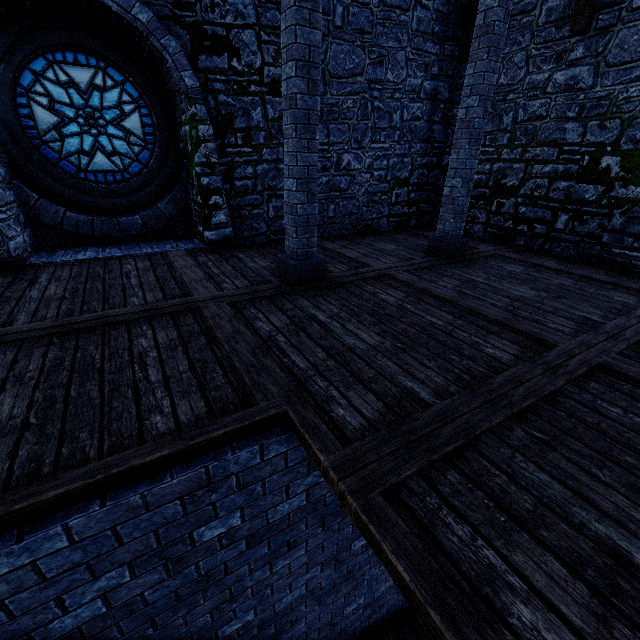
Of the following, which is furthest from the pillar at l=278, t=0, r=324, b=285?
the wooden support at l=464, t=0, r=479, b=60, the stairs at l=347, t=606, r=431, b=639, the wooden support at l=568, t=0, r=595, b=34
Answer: the stairs at l=347, t=606, r=431, b=639

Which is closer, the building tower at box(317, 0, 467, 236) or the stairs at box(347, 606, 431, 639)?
the stairs at box(347, 606, 431, 639)

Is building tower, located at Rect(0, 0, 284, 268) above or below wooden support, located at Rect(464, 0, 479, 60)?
below

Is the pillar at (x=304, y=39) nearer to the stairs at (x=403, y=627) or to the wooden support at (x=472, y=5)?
the wooden support at (x=472, y=5)

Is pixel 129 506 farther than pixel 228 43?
No

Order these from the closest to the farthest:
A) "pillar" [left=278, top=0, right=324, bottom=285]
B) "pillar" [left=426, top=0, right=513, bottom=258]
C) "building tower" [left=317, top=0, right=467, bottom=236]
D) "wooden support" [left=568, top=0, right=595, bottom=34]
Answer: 1. "pillar" [left=278, top=0, right=324, bottom=285]
2. "pillar" [left=426, top=0, right=513, bottom=258]
3. "wooden support" [left=568, top=0, right=595, bottom=34]
4. "building tower" [left=317, top=0, right=467, bottom=236]

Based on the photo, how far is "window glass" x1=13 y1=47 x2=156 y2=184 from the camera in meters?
5.3 m

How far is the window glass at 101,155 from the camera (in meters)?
5.30
